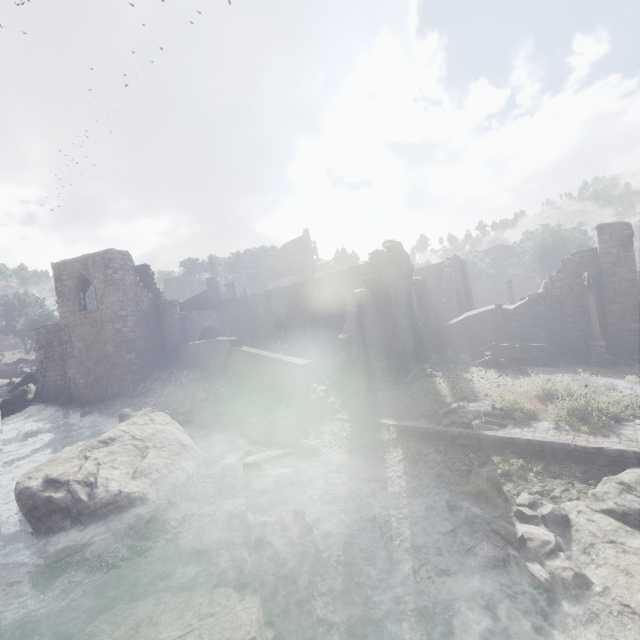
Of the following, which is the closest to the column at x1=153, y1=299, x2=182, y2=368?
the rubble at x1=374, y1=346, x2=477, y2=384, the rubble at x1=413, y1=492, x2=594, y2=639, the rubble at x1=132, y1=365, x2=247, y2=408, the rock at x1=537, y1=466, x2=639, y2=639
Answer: the rubble at x1=132, y1=365, x2=247, y2=408

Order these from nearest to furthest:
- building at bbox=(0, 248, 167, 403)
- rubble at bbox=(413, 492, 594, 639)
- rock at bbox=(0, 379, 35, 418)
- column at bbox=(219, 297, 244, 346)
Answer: rubble at bbox=(413, 492, 594, 639)
building at bbox=(0, 248, 167, 403)
rock at bbox=(0, 379, 35, 418)
column at bbox=(219, 297, 244, 346)

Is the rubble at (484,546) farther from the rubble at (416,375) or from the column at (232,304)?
the column at (232,304)

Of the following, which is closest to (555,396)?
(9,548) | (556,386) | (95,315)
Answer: (556,386)

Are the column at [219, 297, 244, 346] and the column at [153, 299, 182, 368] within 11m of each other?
yes

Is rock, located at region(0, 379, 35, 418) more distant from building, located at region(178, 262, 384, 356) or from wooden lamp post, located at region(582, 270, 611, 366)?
wooden lamp post, located at region(582, 270, 611, 366)

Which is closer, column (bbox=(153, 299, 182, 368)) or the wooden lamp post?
the wooden lamp post

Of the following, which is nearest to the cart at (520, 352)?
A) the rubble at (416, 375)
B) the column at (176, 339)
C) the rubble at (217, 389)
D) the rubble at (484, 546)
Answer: the rubble at (416, 375)
